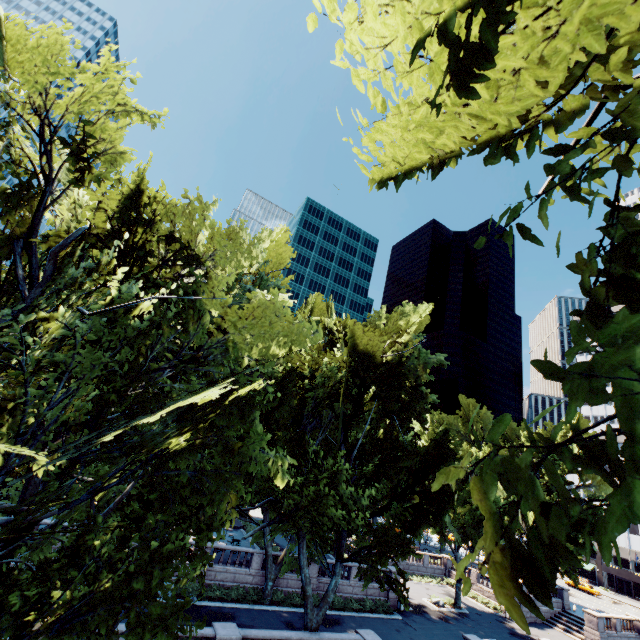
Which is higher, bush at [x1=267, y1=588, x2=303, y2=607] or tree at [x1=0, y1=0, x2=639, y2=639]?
tree at [x1=0, y1=0, x2=639, y2=639]

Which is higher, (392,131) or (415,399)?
(415,399)

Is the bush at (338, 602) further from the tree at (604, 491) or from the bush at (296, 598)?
the tree at (604, 491)

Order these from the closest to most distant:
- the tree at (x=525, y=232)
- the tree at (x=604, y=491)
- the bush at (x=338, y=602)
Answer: the tree at (x=604, y=491) < the tree at (x=525, y=232) < the bush at (x=338, y=602)

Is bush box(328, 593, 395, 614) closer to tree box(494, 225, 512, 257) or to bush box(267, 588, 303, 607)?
bush box(267, 588, 303, 607)

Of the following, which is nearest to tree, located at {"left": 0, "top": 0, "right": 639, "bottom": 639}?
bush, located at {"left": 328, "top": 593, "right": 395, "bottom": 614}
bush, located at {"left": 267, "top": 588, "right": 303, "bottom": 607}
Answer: bush, located at {"left": 267, "top": 588, "right": 303, "bottom": 607}
